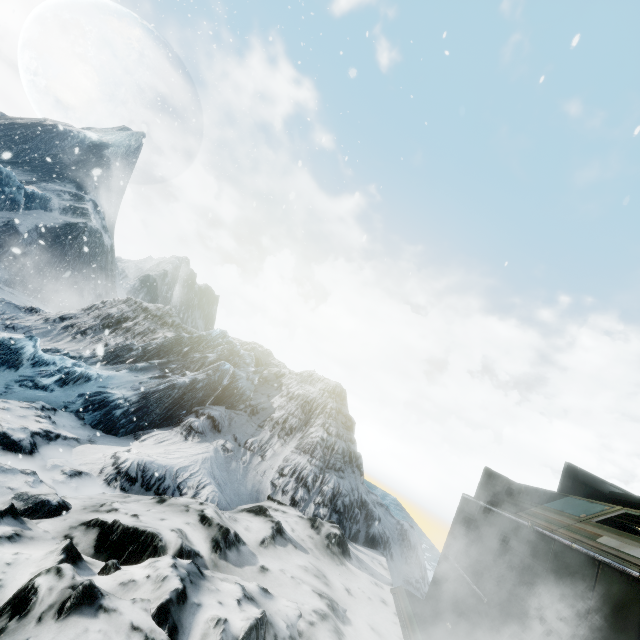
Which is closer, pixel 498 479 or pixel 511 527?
pixel 511 527
